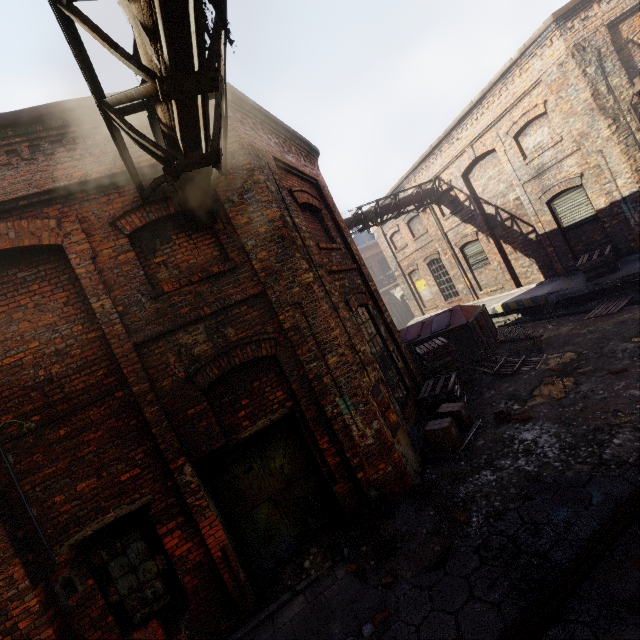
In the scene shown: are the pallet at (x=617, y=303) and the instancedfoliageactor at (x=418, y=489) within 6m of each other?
no

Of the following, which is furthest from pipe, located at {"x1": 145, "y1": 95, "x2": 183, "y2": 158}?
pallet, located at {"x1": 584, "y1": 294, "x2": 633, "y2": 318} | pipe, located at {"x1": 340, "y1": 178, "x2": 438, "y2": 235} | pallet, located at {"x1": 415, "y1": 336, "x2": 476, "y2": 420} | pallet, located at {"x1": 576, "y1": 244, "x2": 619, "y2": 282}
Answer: pallet, located at {"x1": 576, "y1": 244, "x2": 619, "y2": 282}

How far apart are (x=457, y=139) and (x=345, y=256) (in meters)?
9.60

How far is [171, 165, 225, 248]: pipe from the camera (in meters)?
4.15

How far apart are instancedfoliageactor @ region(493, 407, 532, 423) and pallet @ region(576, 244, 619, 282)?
6.81m

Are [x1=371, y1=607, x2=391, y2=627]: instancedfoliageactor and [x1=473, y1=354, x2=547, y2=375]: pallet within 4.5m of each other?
no

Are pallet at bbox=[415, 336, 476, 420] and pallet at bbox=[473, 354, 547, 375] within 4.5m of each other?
yes

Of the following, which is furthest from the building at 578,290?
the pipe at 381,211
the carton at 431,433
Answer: the carton at 431,433
